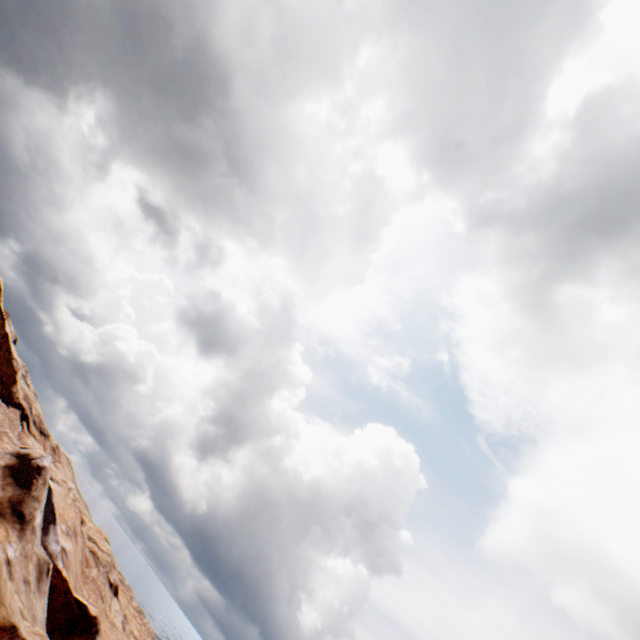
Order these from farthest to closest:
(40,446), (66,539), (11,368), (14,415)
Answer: (40,446) → (11,368) → (14,415) → (66,539)
